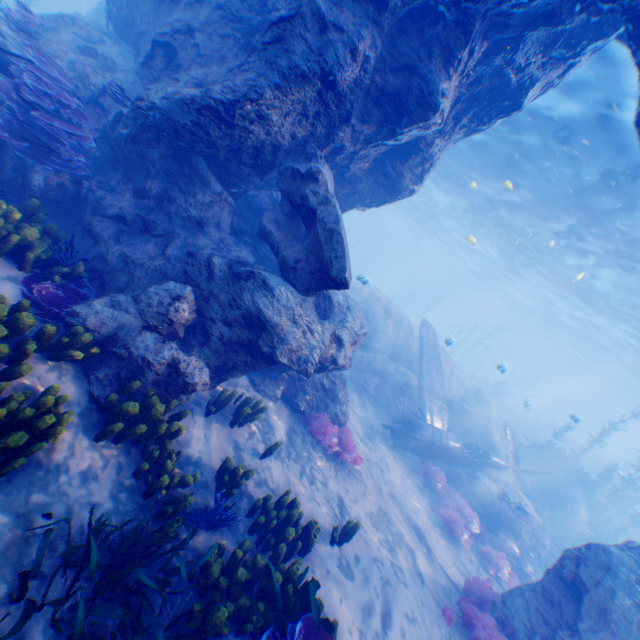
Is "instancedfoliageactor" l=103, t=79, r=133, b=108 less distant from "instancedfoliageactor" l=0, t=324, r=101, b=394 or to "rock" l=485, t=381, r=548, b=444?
"instancedfoliageactor" l=0, t=324, r=101, b=394

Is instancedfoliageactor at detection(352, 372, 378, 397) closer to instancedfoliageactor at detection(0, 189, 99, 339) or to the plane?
the plane

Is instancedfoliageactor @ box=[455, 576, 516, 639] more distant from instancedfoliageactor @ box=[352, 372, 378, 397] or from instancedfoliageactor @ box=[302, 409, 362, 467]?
instancedfoliageactor @ box=[352, 372, 378, 397]

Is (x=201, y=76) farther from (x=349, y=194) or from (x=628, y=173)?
(x=628, y=173)

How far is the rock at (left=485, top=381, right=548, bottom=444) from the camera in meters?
30.4 m

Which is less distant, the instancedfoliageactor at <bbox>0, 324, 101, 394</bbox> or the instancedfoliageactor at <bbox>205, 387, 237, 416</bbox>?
the instancedfoliageactor at <bbox>0, 324, 101, 394</bbox>

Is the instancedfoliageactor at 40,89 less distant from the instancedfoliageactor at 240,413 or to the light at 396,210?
the instancedfoliageactor at 240,413

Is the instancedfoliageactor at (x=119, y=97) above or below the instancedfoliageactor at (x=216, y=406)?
above
